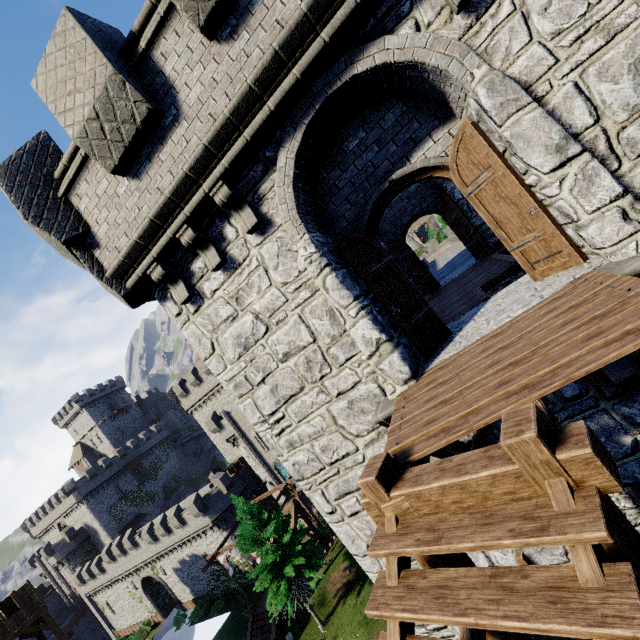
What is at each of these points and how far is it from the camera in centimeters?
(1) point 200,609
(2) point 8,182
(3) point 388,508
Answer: (1) bush, 3753cm
(2) building, 583cm
(3) wooden platform, 287cm

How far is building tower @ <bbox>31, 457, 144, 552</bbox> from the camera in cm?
5434

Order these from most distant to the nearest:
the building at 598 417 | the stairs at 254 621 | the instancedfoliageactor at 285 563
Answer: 1. the stairs at 254 621
2. the instancedfoliageactor at 285 563
3. the building at 598 417

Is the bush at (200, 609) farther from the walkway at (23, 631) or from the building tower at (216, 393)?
the walkway at (23, 631)

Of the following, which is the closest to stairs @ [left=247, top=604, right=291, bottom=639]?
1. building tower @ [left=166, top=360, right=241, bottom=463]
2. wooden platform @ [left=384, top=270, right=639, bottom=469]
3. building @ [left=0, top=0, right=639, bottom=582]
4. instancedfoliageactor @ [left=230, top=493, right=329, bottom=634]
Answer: instancedfoliageactor @ [left=230, top=493, right=329, bottom=634]

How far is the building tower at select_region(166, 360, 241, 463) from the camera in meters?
40.8 m

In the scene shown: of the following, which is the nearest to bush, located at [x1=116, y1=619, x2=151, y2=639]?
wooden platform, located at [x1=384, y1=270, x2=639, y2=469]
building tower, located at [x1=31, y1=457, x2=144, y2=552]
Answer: building tower, located at [x1=31, y1=457, x2=144, y2=552]

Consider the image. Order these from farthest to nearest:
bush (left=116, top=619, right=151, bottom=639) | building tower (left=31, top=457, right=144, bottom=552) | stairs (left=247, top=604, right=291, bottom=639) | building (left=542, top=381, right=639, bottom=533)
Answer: building tower (left=31, top=457, right=144, bottom=552), bush (left=116, top=619, right=151, bottom=639), stairs (left=247, top=604, right=291, bottom=639), building (left=542, top=381, right=639, bottom=533)
